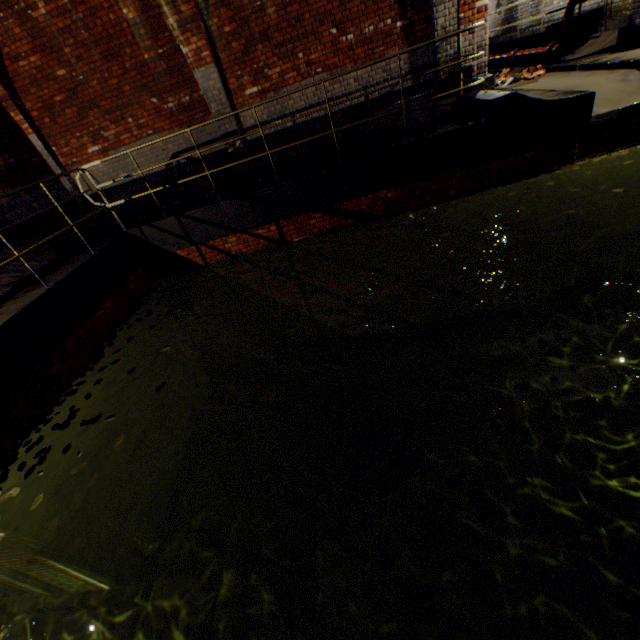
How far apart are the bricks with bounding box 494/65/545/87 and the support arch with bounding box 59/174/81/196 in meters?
11.0

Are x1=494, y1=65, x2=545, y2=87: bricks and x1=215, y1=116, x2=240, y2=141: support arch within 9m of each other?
yes

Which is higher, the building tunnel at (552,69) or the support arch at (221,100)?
the support arch at (221,100)

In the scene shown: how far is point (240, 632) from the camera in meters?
5.0

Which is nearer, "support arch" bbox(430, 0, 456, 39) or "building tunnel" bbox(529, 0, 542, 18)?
"support arch" bbox(430, 0, 456, 39)

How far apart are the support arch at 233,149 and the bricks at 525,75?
7.2 meters

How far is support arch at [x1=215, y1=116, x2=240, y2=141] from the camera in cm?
742

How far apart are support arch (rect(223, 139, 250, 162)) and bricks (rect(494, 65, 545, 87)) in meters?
7.2 m
